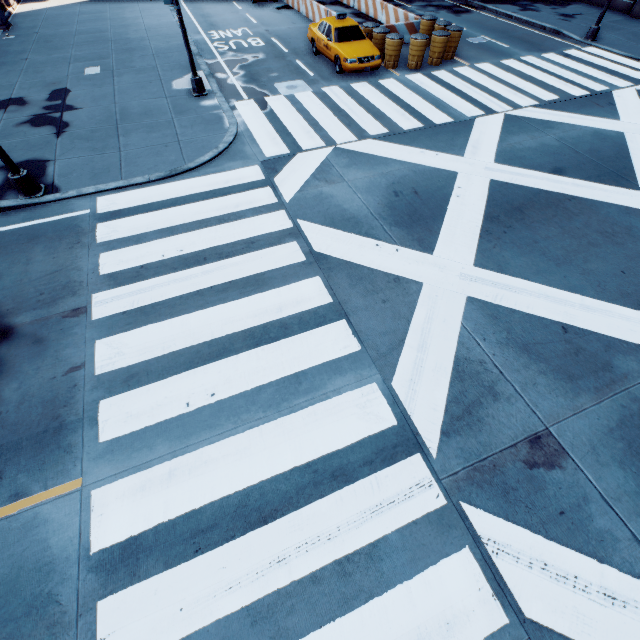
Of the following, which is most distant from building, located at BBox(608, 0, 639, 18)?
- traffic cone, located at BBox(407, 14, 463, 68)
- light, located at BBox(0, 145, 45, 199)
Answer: light, located at BBox(0, 145, 45, 199)

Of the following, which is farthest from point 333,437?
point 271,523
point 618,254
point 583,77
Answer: point 583,77

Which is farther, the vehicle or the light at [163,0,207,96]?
the vehicle

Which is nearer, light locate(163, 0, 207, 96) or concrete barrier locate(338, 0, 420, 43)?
light locate(163, 0, 207, 96)

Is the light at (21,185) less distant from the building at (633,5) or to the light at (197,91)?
the light at (197,91)

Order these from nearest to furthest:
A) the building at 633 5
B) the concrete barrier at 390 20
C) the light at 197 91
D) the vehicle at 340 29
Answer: the light at 197 91
the vehicle at 340 29
the concrete barrier at 390 20
the building at 633 5

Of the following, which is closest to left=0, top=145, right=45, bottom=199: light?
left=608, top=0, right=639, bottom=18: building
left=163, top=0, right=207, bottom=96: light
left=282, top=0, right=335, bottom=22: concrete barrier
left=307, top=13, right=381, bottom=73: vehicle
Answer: left=163, top=0, right=207, bottom=96: light

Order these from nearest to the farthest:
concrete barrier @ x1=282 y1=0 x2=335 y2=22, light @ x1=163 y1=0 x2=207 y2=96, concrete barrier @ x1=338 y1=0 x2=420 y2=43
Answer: light @ x1=163 y1=0 x2=207 y2=96 → concrete barrier @ x1=338 y1=0 x2=420 y2=43 → concrete barrier @ x1=282 y1=0 x2=335 y2=22
